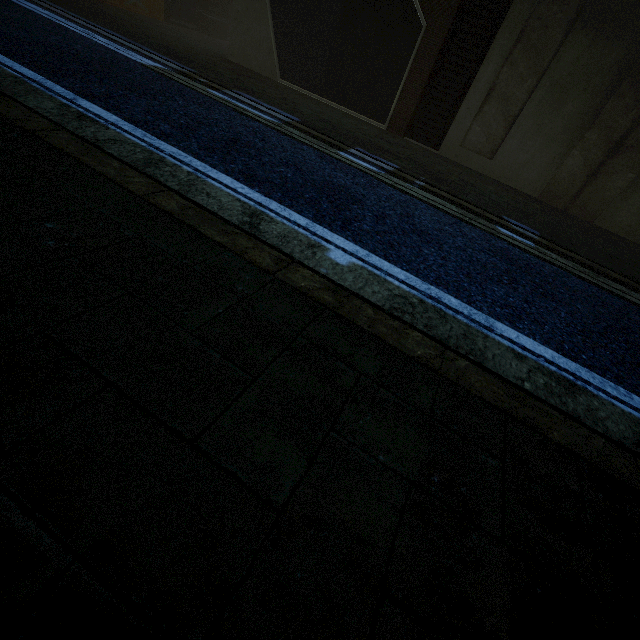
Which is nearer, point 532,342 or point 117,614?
point 117,614
